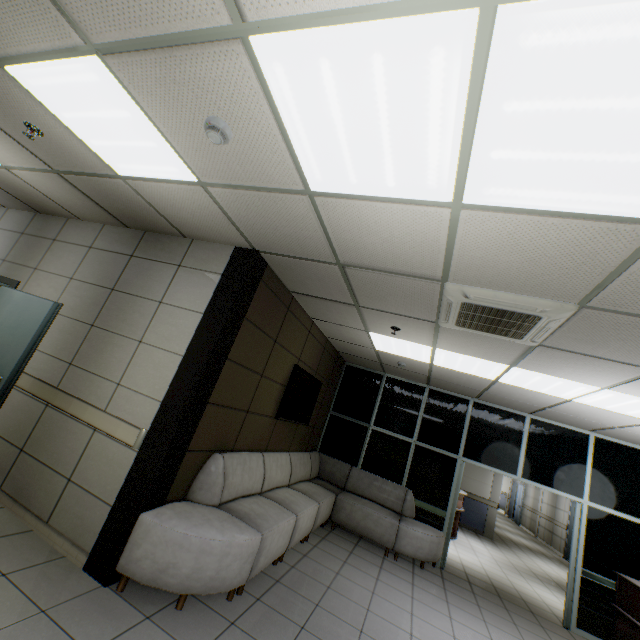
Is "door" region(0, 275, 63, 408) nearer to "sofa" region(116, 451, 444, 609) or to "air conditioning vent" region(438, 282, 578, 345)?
"sofa" region(116, 451, 444, 609)

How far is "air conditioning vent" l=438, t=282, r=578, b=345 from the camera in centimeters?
260cm

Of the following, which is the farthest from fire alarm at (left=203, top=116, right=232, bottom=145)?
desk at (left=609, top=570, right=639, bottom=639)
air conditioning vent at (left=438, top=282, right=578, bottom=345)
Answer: desk at (left=609, top=570, right=639, bottom=639)

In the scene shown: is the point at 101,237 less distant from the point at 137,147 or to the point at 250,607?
the point at 137,147

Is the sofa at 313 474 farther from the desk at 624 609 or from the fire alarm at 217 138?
the fire alarm at 217 138

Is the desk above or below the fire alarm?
below

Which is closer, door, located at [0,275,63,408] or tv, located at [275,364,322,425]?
door, located at [0,275,63,408]

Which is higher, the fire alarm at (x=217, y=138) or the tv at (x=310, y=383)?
the fire alarm at (x=217, y=138)
